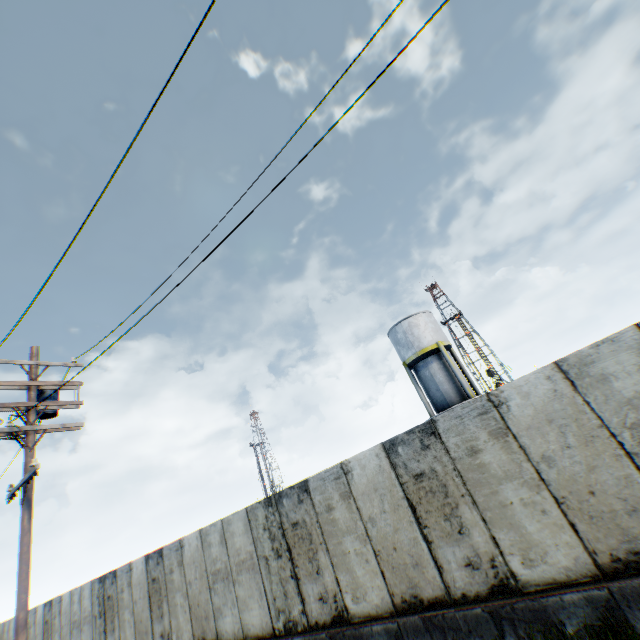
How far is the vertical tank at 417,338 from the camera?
23.23m

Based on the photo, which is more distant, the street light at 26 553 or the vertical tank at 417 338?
the vertical tank at 417 338

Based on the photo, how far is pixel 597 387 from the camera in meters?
5.1 m

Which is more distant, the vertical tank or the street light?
the vertical tank

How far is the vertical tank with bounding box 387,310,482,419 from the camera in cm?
2323
